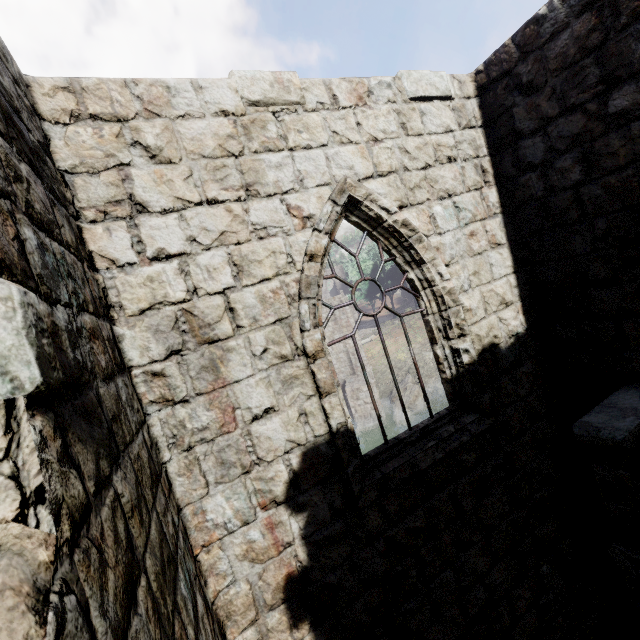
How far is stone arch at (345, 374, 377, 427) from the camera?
24.36m

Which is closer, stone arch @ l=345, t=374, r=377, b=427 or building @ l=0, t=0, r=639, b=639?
building @ l=0, t=0, r=639, b=639

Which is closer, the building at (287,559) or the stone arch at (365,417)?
the building at (287,559)

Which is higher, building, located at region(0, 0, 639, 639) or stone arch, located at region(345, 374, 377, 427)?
building, located at region(0, 0, 639, 639)

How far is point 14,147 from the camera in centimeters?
164cm

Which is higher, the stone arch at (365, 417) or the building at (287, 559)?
Answer: the building at (287, 559)
